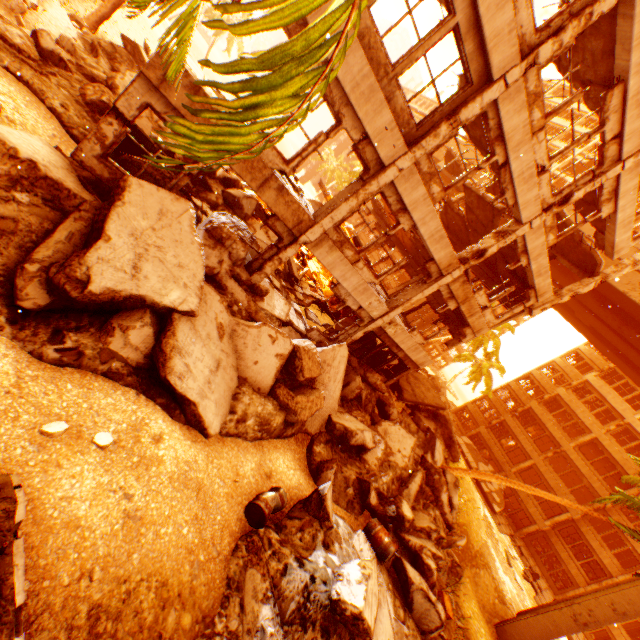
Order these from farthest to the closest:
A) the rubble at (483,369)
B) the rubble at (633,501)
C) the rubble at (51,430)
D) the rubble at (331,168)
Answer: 1. the rubble at (331,168)
2. the rubble at (483,369)
3. the rubble at (633,501)
4. the rubble at (51,430)

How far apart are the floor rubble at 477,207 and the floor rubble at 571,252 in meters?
2.5

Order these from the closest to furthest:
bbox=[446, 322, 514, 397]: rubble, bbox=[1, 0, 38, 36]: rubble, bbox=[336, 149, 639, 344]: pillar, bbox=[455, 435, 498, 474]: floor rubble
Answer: bbox=[1, 0, 38, 36]: rubble < bbox=[336, 149, 639, 344]: pillar < bbox=[446, 322, 514, 397]: rubble < bbox=[455, 435, 498, 474]: floor rubble

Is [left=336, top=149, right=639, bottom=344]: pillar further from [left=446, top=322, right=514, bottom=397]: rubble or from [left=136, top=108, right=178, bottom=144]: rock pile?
[left=446, top=322, right=514, bottom=397]: rubble

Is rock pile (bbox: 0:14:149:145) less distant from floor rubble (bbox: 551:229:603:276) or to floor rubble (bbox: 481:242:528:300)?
floor rubble (bbox: 481:242:528:300)

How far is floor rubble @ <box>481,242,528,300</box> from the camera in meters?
A: 14.3 m

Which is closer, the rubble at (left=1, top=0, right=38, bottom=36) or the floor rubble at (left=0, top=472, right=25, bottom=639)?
the floor rubble at (left=0, top=472, right=25, bottom=639)

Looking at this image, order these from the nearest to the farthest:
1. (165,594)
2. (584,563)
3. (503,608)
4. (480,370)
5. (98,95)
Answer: (165,594), (98,95), (503,608), (480,370), (584,563)
